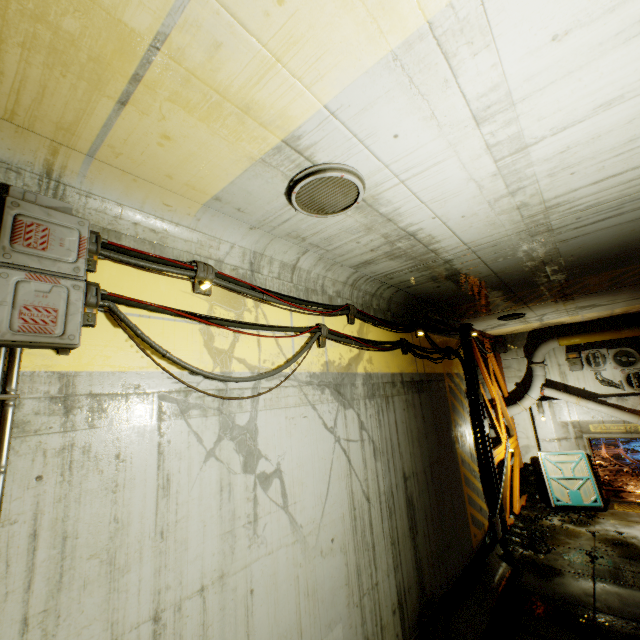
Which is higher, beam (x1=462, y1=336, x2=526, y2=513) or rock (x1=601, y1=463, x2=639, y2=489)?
beam (x1=462, y1=336, x2=526, y2=513)

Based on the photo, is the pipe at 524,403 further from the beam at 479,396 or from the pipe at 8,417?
the pipe at 8,417

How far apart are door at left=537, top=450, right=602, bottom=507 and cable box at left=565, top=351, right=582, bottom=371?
3.14m

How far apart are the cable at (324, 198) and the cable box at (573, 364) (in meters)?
14.22

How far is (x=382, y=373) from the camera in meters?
6.5

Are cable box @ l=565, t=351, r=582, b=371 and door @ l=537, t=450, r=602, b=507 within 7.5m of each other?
yes

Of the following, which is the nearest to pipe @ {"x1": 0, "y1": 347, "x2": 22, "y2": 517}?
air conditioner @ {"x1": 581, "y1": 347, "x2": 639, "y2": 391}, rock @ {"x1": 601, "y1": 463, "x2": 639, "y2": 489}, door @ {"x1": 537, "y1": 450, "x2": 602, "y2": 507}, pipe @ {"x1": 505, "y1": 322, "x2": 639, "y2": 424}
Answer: pipe @ {"x1": 505, "y1": 322, "x2": 639, "y2": 424}

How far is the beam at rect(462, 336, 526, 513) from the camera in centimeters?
1076cm
